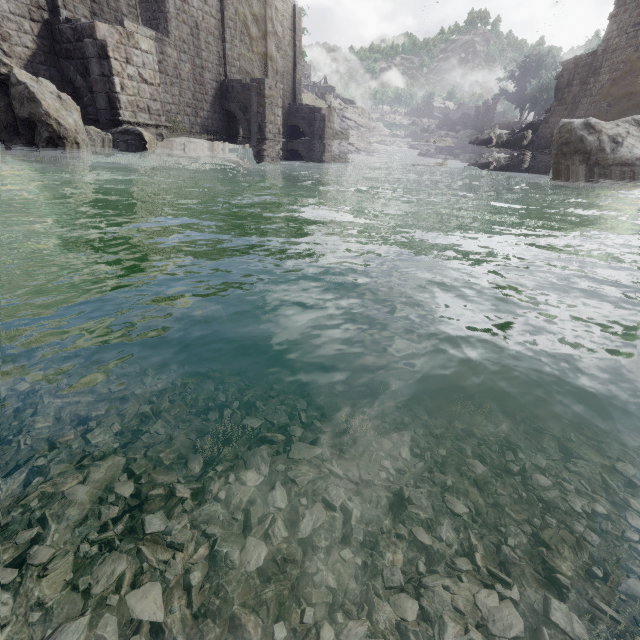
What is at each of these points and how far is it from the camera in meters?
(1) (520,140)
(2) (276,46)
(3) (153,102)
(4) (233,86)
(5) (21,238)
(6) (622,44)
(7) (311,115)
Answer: (1) rock, 31.3 m
(2) building, 24.2 m
(3) stone arch, 12.9 m
(4) stone arch, 19.5 m
(5) rubble, 4.8 m
(6) building, 21.3 m
(7) stone arch, 27.1 m

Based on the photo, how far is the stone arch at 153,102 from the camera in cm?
1111

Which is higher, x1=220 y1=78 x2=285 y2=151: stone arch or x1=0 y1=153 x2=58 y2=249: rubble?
x1=220 y1=78 x2=285 y2=151: stone arch

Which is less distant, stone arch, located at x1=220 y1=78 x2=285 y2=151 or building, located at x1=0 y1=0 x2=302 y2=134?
building, located at x1=0 y1=0 x2=302 y2=134

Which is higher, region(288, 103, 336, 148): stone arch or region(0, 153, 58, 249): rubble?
region(288, 103, 336, 148): stone arch

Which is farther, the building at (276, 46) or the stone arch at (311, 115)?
the stone arch at (311, 115)

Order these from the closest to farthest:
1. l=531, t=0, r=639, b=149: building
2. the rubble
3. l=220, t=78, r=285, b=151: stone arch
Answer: the rubble, l=220, t=78, r=285, b=151: stone arch, l=531, t=0, r=639, b=149: building

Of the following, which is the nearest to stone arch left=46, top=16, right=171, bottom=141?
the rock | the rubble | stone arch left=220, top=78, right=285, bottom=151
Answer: the rubble
